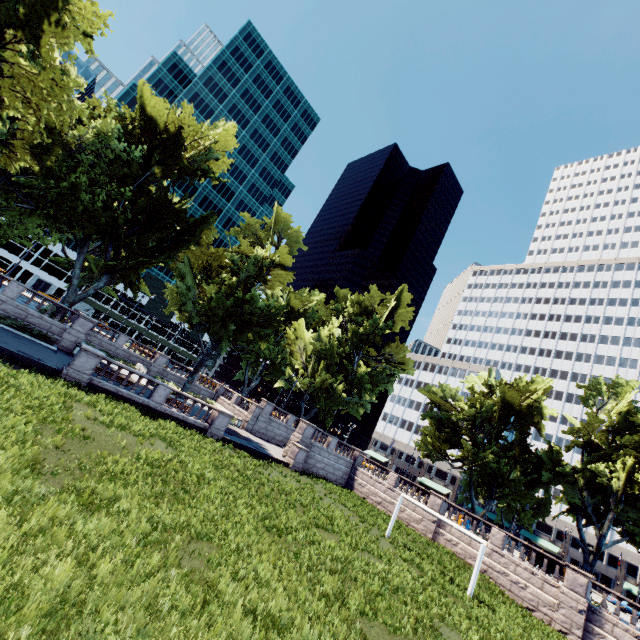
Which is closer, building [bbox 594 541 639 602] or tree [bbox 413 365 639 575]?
tree [bbox 413 365 639 575]

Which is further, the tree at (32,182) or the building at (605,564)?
the building at (605,564)

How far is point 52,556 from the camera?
5.6m

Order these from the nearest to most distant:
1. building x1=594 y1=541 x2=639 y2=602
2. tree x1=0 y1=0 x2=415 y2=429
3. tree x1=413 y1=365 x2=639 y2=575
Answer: tree x1=0 y1=0 x2=415 y2=429, tree x1=413 y1=365 x2=639 y2=575, building x1=594 y1=541 x2=639 y2=602

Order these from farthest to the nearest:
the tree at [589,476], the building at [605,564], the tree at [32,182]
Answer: the building at [605,564] → the tree at [589,476] → the tree at [32,182]

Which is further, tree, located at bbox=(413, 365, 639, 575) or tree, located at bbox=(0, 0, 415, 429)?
tree, located at bbox=(413, 365, 639, 575)
